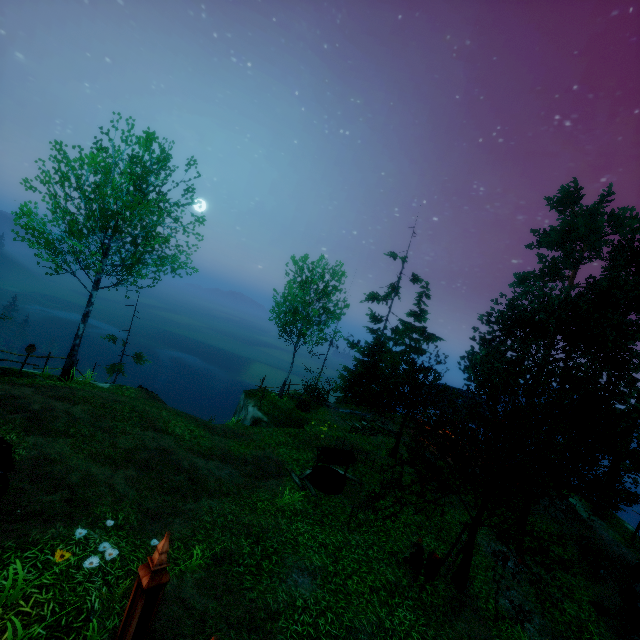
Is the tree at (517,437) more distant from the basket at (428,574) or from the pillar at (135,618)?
the pillar at (135,618)

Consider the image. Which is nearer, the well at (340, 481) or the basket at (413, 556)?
the basket at (413, 556)

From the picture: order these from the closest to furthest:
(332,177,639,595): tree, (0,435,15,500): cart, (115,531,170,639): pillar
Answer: (115,531,170,639): pillar < (0,435,15,500): cart < (332,177,639,595): tree

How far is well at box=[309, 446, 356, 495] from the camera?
→ 13.5m

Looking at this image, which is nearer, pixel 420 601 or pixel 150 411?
pixel 420 601

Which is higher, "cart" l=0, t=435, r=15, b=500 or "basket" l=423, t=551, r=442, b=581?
"cart" l=0, t=435, r=15, b=500

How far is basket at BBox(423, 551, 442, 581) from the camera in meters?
10.0

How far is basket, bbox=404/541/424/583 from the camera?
9.8m
